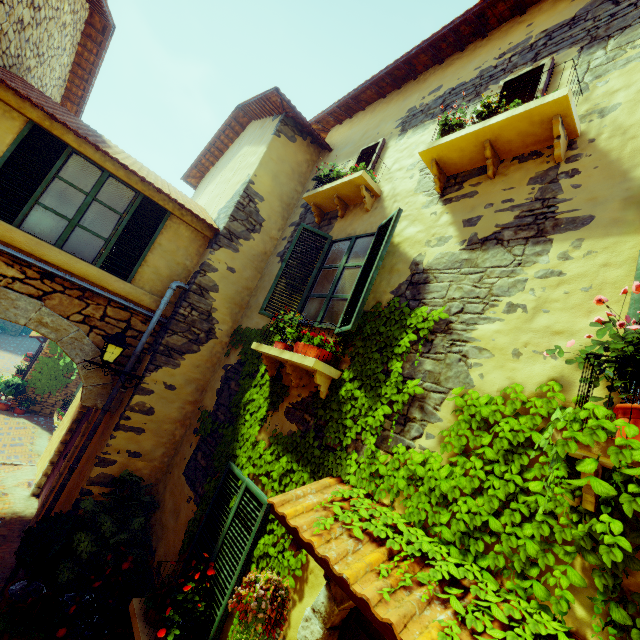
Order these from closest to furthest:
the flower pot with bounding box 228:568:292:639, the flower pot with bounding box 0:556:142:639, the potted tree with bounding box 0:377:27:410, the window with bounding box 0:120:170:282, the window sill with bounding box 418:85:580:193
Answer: the flower pot with bounding box 228:568:292:639
the window sill with bounding box 418:85:580:193
the flower pot with bounding box 0:556:142:639
the window with bounding box 0:120:170:282
the potted tree with bounding box 0:377:27:410

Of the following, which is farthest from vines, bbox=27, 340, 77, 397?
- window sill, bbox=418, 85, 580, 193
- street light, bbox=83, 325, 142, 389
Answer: window sill, bbox=418, 85, 580, 193

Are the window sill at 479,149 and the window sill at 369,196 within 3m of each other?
A: yes

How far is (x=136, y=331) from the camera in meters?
5.9

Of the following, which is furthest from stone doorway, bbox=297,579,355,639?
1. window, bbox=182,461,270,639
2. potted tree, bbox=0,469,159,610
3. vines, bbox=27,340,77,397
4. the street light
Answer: vines, bbox=27,340,77,397

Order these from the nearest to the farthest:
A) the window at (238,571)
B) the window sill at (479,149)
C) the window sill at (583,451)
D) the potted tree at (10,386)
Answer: the window sill at (583,451) → the window sill at (479,149) → the window at (238,571) → the potted tree at (10,386)

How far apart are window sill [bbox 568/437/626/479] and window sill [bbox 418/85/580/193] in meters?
2.5 m

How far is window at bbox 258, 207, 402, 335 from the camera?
3.9 meters
